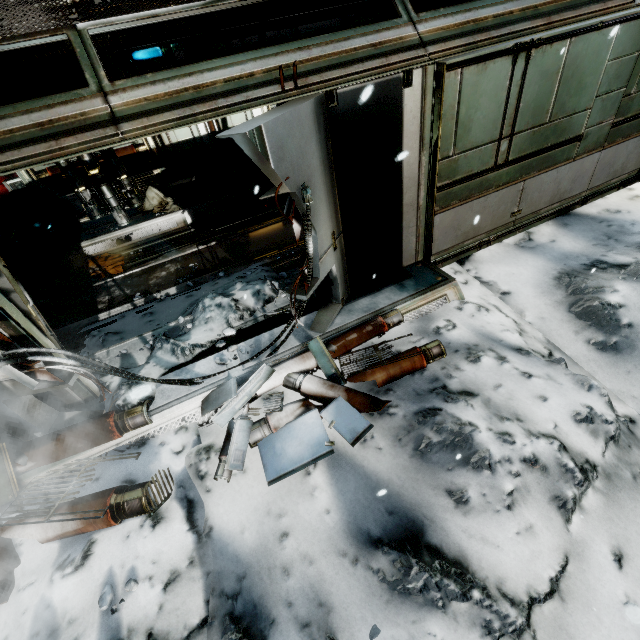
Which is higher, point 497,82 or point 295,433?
point 497,82

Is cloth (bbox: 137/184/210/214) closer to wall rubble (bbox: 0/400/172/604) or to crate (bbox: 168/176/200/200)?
crate (bbox: 168/176/200/200)

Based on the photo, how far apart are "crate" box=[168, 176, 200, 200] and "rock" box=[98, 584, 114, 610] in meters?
9.7

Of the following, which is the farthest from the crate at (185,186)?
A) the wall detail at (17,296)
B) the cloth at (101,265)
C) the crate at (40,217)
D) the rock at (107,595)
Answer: the rock at (107,595)

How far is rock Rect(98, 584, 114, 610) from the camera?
2.7 meters

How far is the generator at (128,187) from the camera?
8.3m

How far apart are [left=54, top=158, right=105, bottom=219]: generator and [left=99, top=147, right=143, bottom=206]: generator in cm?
14

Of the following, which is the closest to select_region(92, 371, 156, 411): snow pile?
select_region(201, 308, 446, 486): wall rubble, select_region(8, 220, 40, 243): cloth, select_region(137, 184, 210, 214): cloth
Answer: select_region(201, 308, 446, 486): wall rubble
